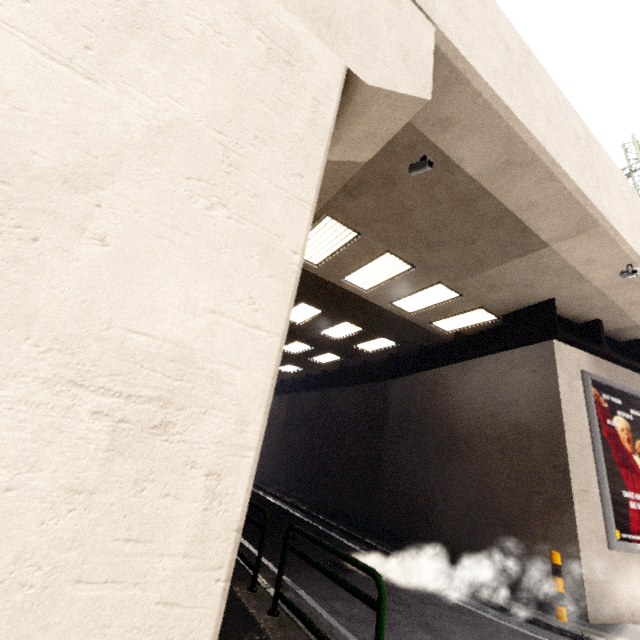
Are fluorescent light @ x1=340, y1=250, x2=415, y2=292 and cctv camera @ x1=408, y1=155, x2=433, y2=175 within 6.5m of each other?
yes

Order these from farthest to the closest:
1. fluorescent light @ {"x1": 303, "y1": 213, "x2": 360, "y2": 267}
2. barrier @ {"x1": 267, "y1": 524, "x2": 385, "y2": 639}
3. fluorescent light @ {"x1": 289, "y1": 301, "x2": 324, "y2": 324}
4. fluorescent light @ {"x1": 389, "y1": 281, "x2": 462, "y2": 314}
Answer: fluorescent light @ {"x1": 289, "y1": 301, "x2": 324, "y2": 324}
fluorescent light @ {"x1": 389, "y1": 281, "x2": 462, "y2": 314}
fluorescent light @ {"x1": 303, "y1": 213, "x2": 360, "y2": 267}
barrier @ {"x1": 267, "y1": 524, "x2": 385, "y2": 639}

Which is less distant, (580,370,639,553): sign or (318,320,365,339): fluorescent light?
(580,370,639,553): sign

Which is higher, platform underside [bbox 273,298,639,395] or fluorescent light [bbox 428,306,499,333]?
fluorescent light [bbox 428,306,499,333]

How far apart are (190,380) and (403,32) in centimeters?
417cm

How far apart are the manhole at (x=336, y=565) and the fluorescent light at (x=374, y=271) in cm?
704

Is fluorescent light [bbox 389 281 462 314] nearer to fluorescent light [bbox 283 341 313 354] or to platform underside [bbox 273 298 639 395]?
platform underside [bbox 273 298 639 395]

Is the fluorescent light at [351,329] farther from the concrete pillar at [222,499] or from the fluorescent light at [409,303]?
the concrete pillar at [222,499]
